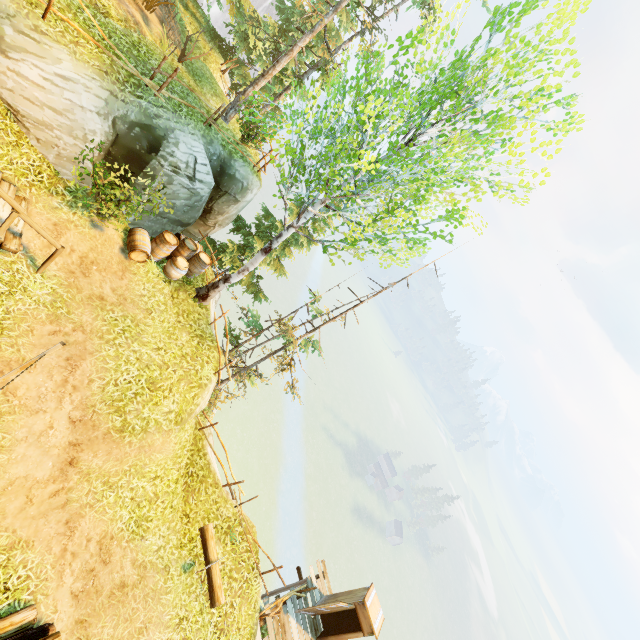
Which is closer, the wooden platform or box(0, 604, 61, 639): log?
box(0, 604, 61, 639): log

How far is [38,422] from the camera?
6.97m

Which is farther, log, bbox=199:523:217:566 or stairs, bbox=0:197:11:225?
log, bbox=199:523:217:566

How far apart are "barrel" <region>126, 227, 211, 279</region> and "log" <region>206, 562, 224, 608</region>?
9.1m

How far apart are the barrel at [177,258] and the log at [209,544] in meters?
9.1

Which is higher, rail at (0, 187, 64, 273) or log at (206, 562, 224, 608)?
rail at (0, 187, 64, 273)
